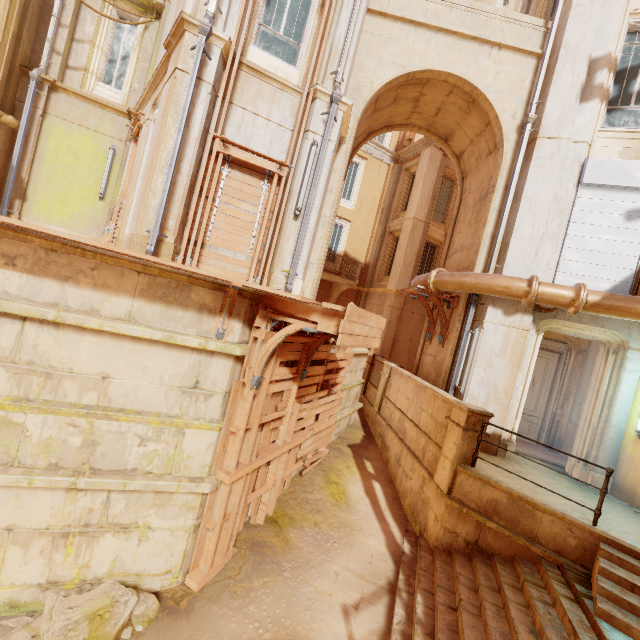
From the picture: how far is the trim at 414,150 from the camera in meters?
17.2

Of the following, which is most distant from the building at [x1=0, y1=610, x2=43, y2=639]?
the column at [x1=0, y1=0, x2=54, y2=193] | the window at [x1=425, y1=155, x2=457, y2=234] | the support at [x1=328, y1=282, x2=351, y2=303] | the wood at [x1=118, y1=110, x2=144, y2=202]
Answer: the column at [x1=0, y1=0, x2=54, y2=193]

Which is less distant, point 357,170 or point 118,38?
point 118,38

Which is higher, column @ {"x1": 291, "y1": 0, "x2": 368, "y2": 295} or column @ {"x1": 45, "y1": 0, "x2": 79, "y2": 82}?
column @ {"x1": 45, "y1": 0, "x2": 79, "y2": 82}

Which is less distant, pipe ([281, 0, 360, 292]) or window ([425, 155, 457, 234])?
pipe ([281, 0, 360, 292])

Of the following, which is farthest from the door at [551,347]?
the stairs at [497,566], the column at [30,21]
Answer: the column at [30,21]

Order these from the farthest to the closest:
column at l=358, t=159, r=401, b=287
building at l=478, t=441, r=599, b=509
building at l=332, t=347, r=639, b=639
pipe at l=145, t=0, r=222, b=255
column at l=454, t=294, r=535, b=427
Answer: column at l=358, t=159, r=401, b=287 < column at l=454, t=294, r=535, b=427 < building at l=478, t=441, r=599, b=509 < pipe at l=145, t=0, r=222, b=255 < building at l=332, t=347, r=639, b=639

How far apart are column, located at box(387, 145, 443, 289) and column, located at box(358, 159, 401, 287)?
2.0 meters
